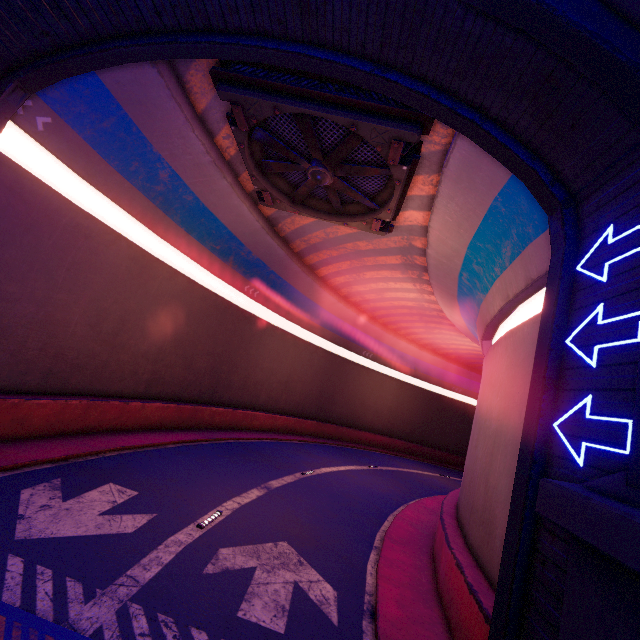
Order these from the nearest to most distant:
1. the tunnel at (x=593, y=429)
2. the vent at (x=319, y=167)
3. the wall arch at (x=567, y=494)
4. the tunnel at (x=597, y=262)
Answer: the wall arch at (x=567, y=494) → the tunnel at (x=593, y=429) → the tunnel at (x=597, y=262) → the vent at (x=319, y=167)

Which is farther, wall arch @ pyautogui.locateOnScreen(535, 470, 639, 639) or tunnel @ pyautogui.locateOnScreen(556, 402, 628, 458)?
tunnel @ pyautogui.locateOnScreen(556, 402, 628, 458)

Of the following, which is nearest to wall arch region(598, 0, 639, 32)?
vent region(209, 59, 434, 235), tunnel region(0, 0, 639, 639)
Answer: tunnel region(0, 0, 639, 639)

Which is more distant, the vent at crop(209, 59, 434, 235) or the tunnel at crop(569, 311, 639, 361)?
the vent at crop(209, 59, 434, 235)

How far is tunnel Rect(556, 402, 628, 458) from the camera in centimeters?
406cm

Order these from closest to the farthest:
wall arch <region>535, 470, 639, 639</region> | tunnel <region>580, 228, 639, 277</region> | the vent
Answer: wall arch <region>535, 470, 639, 639</region>, tunnel <region>580, 228, 639, 277</region>, the vent

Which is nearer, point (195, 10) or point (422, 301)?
point (195, 10)

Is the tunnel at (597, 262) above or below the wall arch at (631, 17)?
below
